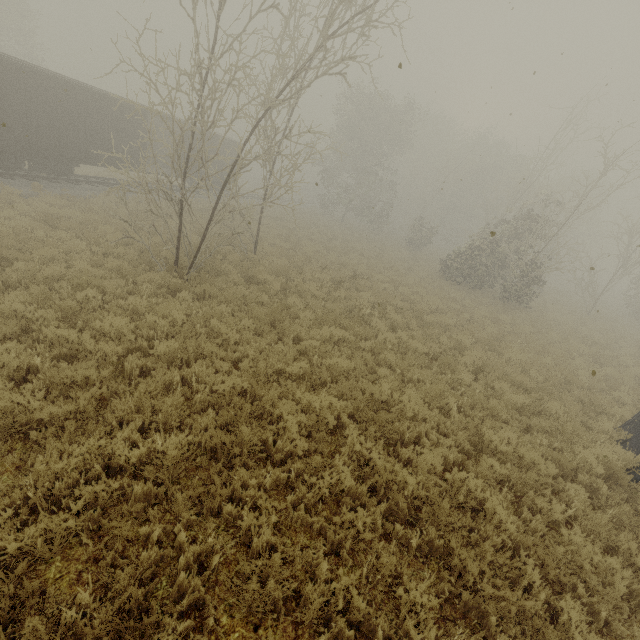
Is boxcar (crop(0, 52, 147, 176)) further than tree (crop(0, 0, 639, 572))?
Yes

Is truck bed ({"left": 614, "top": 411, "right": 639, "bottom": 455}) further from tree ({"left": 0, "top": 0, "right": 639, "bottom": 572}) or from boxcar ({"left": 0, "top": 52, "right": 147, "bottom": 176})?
boxcar ({"left": 0, "top": 52, "right": 147, "bottom": 176})

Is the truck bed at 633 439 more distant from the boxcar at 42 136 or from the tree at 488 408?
the boxcar at 42 136

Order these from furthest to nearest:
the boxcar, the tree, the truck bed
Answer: the boxcar, the truck bed, the tree

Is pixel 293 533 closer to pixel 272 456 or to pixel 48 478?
pixel 272 456

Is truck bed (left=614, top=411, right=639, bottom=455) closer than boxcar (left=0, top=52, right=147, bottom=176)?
Yes

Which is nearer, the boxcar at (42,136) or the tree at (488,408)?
the tree at (488,408)

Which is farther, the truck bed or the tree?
the truck bed
